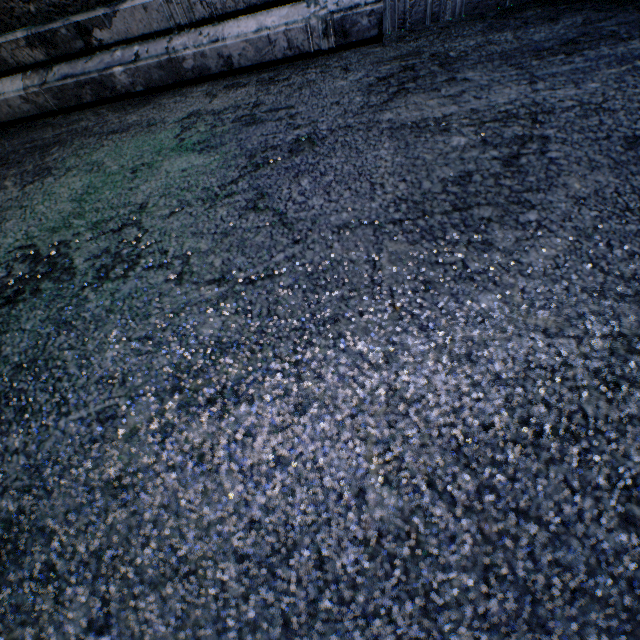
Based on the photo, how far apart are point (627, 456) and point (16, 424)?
0.6 meters
